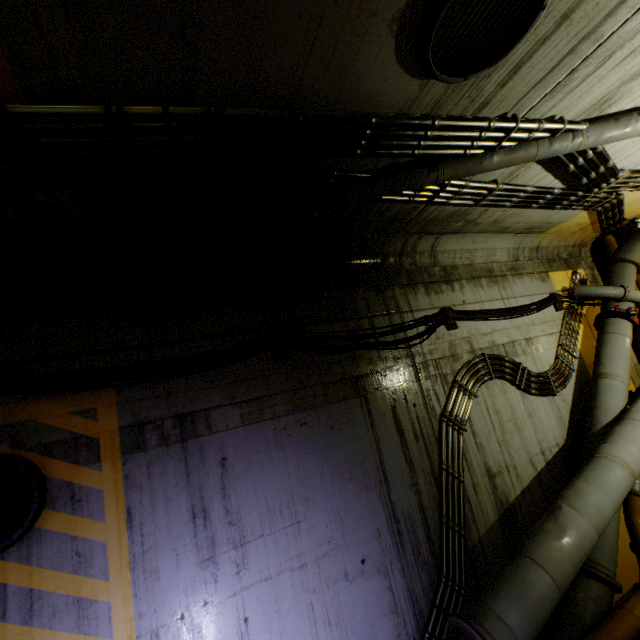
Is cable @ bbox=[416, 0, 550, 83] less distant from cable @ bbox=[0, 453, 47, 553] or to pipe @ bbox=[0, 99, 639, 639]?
pipe @ bbox=[0, 99, 639, 639]

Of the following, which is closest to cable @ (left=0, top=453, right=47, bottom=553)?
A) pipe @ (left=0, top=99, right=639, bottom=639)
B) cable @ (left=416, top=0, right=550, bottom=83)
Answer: pipe @ (left=0, top=99, right=639, bottom=639)

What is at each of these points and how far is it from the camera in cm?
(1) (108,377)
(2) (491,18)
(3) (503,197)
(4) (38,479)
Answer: (1) cable, 337
(2) cable, 205
(3) pipe, 443
(4) cable, 296

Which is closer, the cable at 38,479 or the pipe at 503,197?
the pipe at 503,197

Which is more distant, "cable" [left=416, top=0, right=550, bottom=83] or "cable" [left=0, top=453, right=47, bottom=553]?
"cable" [left=0, top=453, right=47, bottom=553]

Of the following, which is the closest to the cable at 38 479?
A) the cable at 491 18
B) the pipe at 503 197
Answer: the pipe at 503 197
